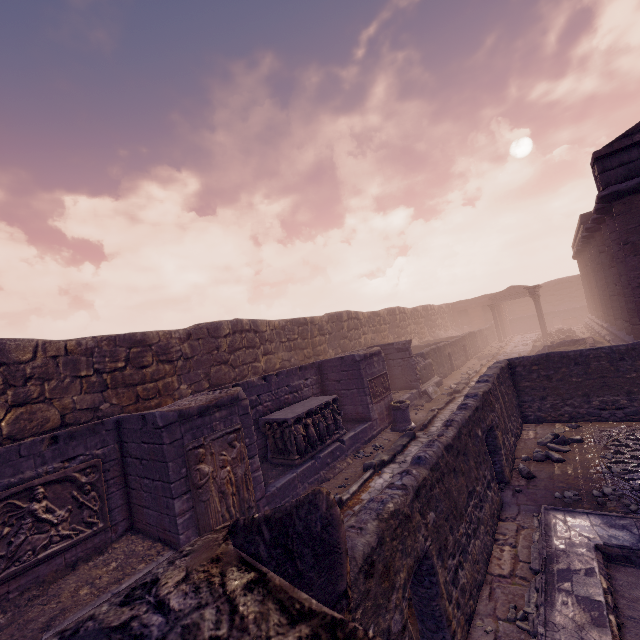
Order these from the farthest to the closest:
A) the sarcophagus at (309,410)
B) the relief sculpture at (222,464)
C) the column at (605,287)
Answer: the column at (605,287) → the sarcophagus at (309,410) → the relief sculpture at (222,464)

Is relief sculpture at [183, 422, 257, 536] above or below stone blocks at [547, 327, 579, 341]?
above

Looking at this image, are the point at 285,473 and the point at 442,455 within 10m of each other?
yes

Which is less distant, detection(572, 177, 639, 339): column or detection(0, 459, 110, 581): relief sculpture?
detection(0, 459, 110, 581): relief sculpture

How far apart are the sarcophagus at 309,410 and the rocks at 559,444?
5.00m

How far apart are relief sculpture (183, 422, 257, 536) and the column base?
5.87m

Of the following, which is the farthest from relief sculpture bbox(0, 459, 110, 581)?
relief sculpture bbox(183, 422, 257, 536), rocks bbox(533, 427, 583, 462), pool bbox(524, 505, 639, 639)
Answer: rocks bbox(533, 427, 583, 462)

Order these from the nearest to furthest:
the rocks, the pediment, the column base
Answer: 1. the rocks
2. the pediment
3. the column base
